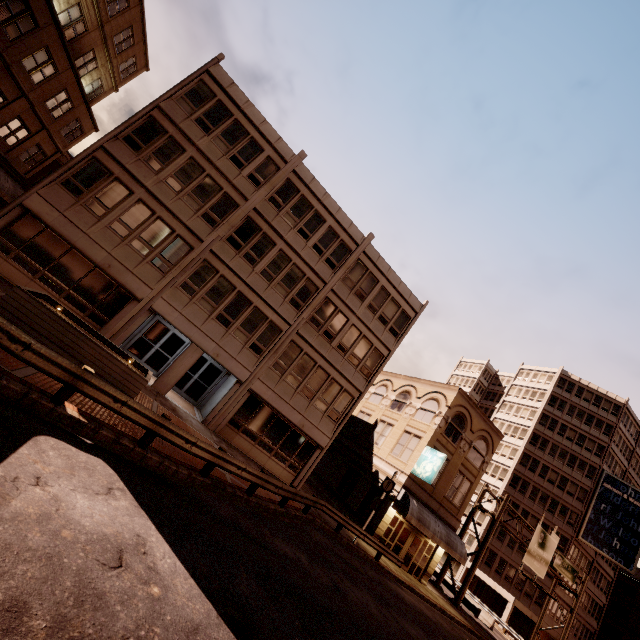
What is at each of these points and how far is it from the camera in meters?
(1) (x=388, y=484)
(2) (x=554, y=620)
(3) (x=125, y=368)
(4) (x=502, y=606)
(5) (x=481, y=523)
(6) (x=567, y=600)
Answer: (1) sign, 19.9
(2) building, 42.7
(3) planter, 11.3
(4) building, 44.9
(5) building, 47.7
(6) building, 43.8

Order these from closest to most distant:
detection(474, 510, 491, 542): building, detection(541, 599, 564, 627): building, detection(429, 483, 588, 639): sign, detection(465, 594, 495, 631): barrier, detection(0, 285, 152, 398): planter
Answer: detection(0, 285, 152, 398): planter, detection(429, 483, 588, 639): sign, detection(465, 594, 495, 631): barrier, detection(541, 599, 564, 627): building, detection(474, 510, 491, 542): building

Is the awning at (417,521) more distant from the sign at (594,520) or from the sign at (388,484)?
the sign at (594,520)

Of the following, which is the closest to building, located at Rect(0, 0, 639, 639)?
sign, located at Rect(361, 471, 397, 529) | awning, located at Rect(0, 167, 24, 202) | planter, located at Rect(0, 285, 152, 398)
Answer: planter, located at Rect(0, 285, 152, 398)

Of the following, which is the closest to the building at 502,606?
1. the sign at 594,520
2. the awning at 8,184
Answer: the sign at 594,520

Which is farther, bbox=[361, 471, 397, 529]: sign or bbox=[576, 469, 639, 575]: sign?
bbox=[576, 469, 639, 575]: sign

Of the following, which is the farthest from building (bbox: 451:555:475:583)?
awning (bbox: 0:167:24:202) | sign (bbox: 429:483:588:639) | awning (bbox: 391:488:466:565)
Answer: awning (bbox: 0:167:24:202)

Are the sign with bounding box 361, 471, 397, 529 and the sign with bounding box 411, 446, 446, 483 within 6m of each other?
yes
